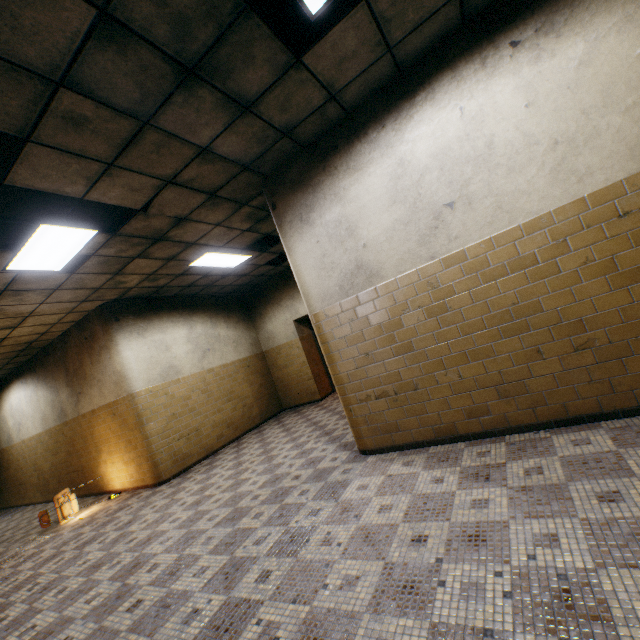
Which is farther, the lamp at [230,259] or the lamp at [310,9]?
the lamp at [230,259]

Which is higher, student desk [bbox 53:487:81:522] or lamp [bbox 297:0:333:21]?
lamp [bbox 297:0:333:21]

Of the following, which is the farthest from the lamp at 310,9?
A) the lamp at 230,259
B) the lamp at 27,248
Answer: the lamp at 230,259

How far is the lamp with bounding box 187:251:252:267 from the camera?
6.4 meters

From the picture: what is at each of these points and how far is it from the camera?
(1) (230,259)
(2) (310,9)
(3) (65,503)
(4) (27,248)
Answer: (1) lamp, 7.04m
(2) lamp, 2.46m
(3) student desk, 6.41m
(4) lamp, 4.07m

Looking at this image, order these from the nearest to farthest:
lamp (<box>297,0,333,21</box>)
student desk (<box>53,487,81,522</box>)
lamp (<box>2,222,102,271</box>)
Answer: lamp (<box>297,0,333,21</box>), lamp (<box>2,222,102,271</box>), student desk (<box>53,487,81,522</box>)

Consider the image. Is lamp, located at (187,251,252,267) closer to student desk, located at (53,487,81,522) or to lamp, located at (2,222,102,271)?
lamp, located at (2,222,102,271)

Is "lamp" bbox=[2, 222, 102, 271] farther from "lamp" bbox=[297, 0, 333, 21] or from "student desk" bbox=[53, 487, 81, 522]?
"student desk" bbox=[53, 487, 81, 522]
